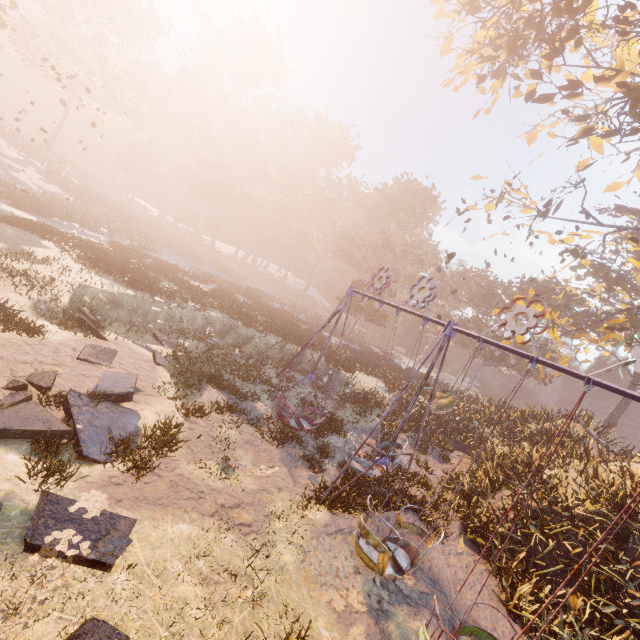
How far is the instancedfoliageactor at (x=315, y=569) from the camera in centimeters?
674cm

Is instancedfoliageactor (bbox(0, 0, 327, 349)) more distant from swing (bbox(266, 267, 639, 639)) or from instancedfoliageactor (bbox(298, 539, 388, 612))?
instancedfoliageactor (bbox(298, 539, 388, 612))

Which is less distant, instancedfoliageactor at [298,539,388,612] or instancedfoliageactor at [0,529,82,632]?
instancedfoliageactor at [0,529,82,632]

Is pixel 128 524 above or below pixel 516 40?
below

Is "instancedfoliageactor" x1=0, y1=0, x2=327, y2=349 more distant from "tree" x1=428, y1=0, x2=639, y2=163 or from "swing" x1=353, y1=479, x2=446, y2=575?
"tree" x1=428, y1=0, x2=639, y2=163

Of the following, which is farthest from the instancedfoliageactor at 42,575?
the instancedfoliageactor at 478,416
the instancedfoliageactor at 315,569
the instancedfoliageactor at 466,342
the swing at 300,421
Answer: the instancedfoliageactor at 466,342

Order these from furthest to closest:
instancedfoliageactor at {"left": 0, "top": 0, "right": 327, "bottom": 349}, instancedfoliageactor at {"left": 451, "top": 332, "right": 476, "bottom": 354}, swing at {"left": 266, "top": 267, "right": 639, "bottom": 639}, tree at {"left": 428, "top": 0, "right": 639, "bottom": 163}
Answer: instancedfoliageactor at {"left": 451, "top": 332, "right": 476, "bottom": 354} < instancedfoliageactor at {"left": 0, "top": 0, "right": 327, "bottom": 349} < tree at {"left": 428, "top": 0, "right": 639, "bottom": 163} < swing at {"left": 266, "top": 267, "right": 639, "bottom": 639}

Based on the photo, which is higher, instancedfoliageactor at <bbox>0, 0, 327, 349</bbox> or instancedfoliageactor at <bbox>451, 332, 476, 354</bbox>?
instancedfoliageactor at <bbox>0, 0, 327, 349</bbox>
